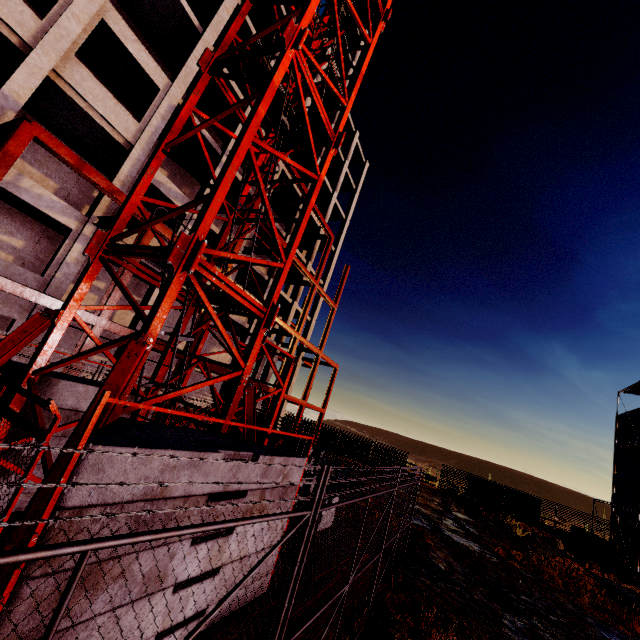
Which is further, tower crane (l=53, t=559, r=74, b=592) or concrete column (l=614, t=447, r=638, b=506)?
concrete column (l=614, t=447, r=638, b=506)

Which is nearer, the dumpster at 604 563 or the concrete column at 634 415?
the dumpster at 604 563

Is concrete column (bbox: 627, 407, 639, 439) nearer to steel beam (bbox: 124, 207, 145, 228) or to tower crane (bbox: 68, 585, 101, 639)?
tower crane (bbox: 68, 585, 101, 639)

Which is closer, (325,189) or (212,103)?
(212,103)

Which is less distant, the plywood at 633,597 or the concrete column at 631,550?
the plywood at 633,597

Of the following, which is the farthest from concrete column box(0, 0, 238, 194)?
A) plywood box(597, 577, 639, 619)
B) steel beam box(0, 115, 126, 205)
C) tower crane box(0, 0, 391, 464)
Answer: plywood box(597, 577, 639, 619)

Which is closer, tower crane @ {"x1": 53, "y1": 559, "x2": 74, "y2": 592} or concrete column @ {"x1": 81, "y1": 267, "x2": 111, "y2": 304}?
tower crane @ {"x1": 53, "y1": 559, "x2": 74, "y2": 592}

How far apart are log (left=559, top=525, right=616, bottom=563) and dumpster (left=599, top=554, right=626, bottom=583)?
2.9m
